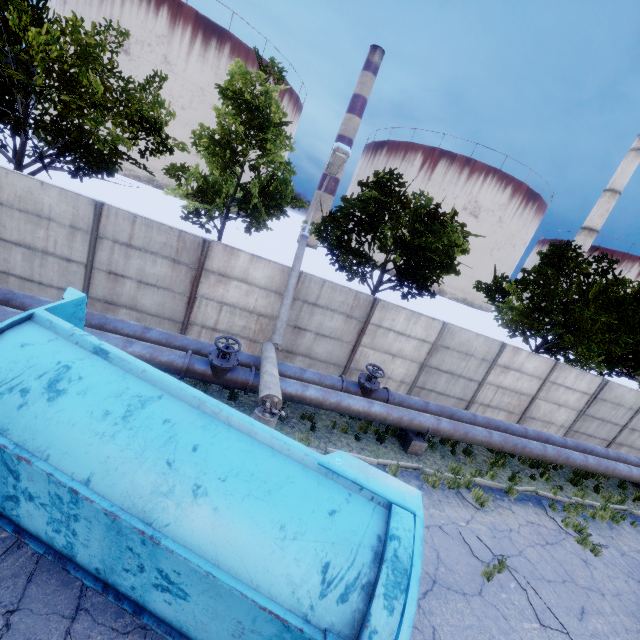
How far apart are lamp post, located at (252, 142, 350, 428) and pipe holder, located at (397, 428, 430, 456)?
4.7 meters

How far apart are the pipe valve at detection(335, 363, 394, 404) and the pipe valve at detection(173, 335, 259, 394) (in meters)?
2.53

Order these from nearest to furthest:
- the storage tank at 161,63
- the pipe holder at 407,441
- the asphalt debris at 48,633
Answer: the asphalt debris at 48,633 < the pipe holder at 407,441 < the storage tank at 161,63

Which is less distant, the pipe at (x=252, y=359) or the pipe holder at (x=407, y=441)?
the pipe at (x=252, y=359)

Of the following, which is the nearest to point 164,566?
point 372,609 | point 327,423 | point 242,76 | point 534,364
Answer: point 372,609

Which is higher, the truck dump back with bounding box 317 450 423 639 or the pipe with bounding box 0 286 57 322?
the truck dump back with bounding box 317 450 423 639

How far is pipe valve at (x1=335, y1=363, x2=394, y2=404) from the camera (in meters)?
9.70

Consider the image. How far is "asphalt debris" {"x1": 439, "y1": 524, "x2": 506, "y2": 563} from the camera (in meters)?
7.13
